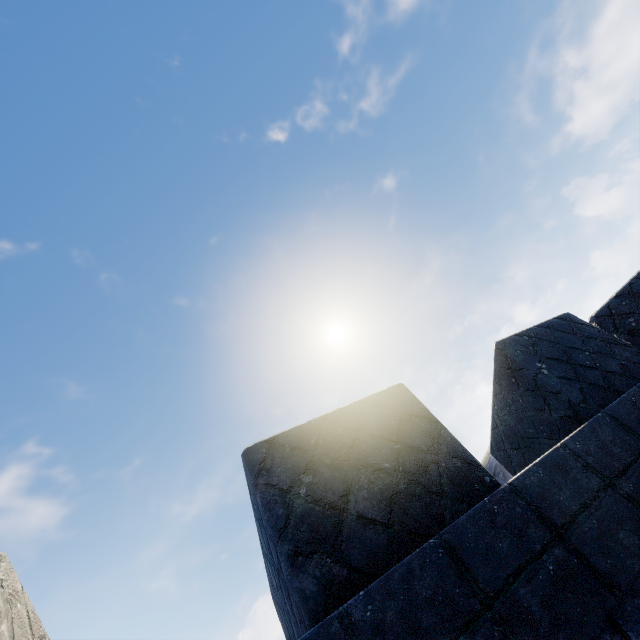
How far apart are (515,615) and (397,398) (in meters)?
1.33
